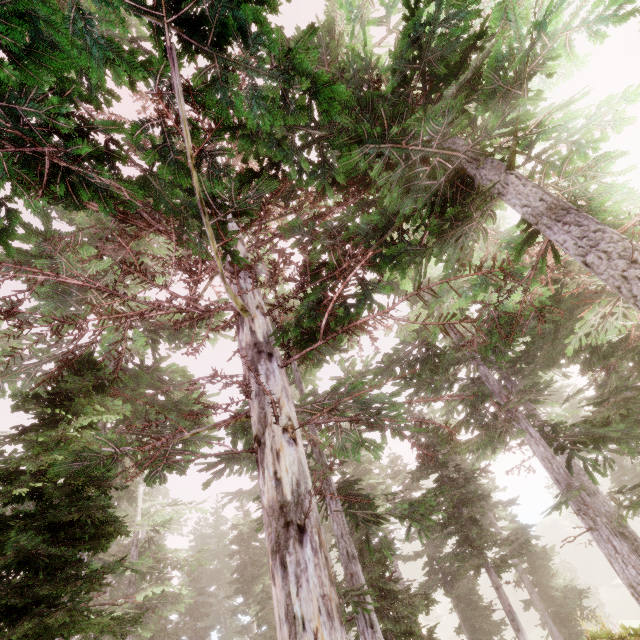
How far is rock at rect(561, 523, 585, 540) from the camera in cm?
5738

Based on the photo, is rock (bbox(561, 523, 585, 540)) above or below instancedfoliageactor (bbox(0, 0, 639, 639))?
below

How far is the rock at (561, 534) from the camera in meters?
57.4

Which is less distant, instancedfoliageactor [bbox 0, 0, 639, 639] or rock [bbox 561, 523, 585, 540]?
instancedfoliageactor [bbox 0, 0, 639, 639]

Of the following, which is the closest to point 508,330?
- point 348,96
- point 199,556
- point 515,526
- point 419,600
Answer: point 348,96

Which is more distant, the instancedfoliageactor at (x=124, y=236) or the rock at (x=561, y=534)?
the rock at (x=561, y=534)
